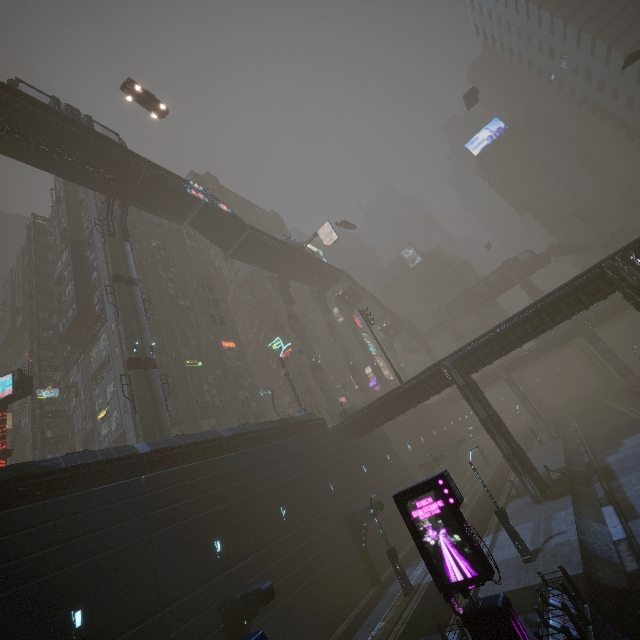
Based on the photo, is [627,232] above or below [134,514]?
above

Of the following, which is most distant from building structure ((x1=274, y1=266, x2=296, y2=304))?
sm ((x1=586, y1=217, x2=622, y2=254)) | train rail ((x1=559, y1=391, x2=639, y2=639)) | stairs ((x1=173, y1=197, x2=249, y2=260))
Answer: sm ((x1=586, y1=217, x2=622, y2=254))

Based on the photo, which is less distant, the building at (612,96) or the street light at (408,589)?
the street light at (408,589)

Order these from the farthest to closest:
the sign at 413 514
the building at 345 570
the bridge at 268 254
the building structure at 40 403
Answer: the bridge at 268 254, the building structure at 40 403, the building at 345 570, the sign at 413 514

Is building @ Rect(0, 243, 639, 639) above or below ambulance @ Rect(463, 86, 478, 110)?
below

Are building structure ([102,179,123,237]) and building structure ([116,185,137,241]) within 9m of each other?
yes

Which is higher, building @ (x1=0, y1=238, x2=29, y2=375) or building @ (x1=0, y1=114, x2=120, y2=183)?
building @ (x1=0, y1=238, x2=29, y2=375)

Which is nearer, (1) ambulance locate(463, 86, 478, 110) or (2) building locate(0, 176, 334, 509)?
(2) building locate(0, 176, 334, 509)
